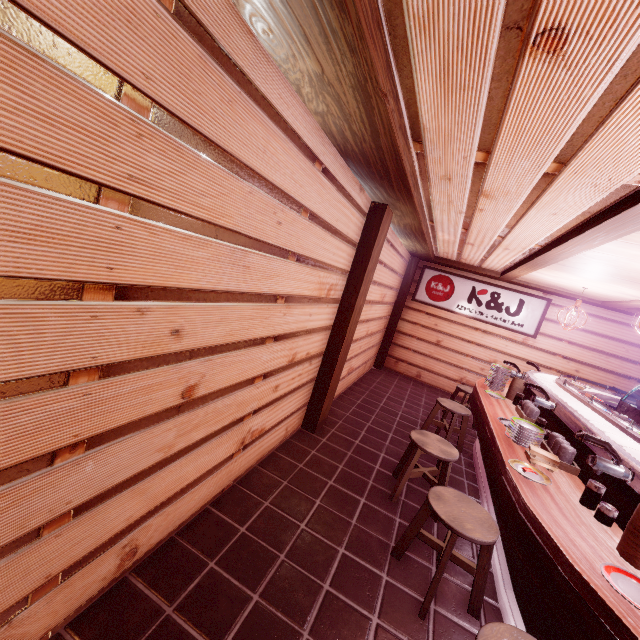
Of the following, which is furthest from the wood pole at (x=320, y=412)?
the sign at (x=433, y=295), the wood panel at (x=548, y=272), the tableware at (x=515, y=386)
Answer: the sign at (x=433, y=295)

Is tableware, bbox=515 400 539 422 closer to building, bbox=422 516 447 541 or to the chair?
building, bbox=422 516 447 541

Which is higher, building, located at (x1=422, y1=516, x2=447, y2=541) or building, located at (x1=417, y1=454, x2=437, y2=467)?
building, located at (x1=417, y1=454, x2=437, y2=467)

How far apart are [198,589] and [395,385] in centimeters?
1034cm

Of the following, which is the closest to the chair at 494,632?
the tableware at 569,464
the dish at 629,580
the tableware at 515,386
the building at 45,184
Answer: the building at 45,184

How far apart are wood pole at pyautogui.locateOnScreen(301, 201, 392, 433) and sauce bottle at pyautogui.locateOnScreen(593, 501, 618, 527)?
4.5m

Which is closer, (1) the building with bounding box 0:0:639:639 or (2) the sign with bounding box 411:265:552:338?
(1) the building with bounding box 0:0:639:639

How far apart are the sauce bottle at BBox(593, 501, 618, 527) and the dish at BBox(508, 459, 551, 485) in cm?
45
